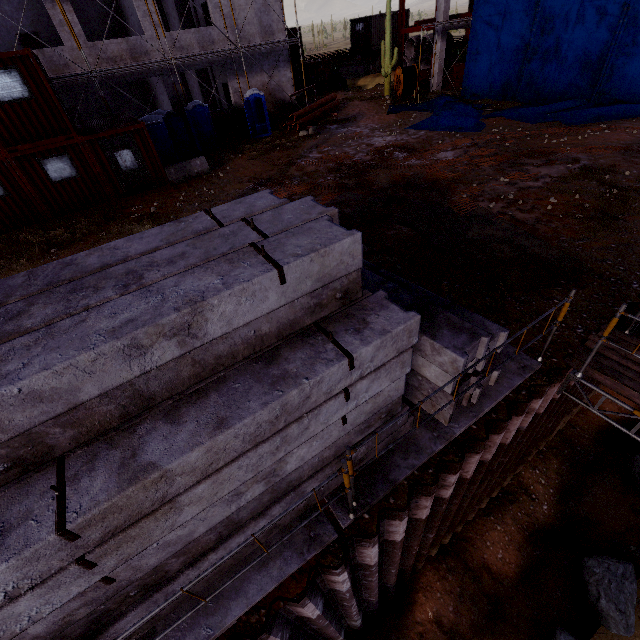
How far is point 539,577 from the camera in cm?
826

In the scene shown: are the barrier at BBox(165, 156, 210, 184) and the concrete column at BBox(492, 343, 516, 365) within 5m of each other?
no

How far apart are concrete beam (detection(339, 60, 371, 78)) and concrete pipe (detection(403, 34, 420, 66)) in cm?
324

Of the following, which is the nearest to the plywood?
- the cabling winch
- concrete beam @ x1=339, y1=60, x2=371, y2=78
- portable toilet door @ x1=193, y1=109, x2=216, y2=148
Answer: portable toilet door @ x1=193, y1=109, x2=216, y2=148

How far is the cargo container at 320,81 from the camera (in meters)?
29.11

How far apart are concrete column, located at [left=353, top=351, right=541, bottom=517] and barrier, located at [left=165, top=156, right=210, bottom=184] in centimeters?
1503cm

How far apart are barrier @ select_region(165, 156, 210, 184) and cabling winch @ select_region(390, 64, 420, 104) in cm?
1485

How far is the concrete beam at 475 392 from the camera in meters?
4.3
